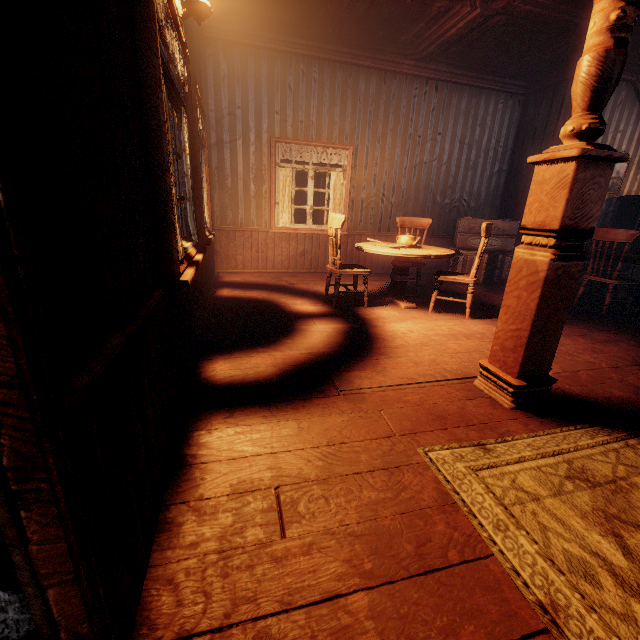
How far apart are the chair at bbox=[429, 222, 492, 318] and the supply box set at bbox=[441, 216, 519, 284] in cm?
196

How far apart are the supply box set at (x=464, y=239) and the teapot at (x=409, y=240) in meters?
2.1 m

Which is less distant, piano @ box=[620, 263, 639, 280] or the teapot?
the teapot

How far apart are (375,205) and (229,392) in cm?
562

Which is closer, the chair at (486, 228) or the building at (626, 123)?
the chair at (486, 228)

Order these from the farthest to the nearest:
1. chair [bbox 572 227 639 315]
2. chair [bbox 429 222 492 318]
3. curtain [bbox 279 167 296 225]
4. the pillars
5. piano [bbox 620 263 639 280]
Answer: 1. piano [bbox 620 263 639 280]
2. curtain [bbox 279 167 296 225]
3. chair [bbox 572 227 639 315]
4. chair [bbox 429 222 492 318]
5. the pillars

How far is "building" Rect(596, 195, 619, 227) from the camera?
6.6m

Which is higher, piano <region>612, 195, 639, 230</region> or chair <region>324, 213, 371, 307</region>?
piano <region>612, 195, 639, 230</region>
